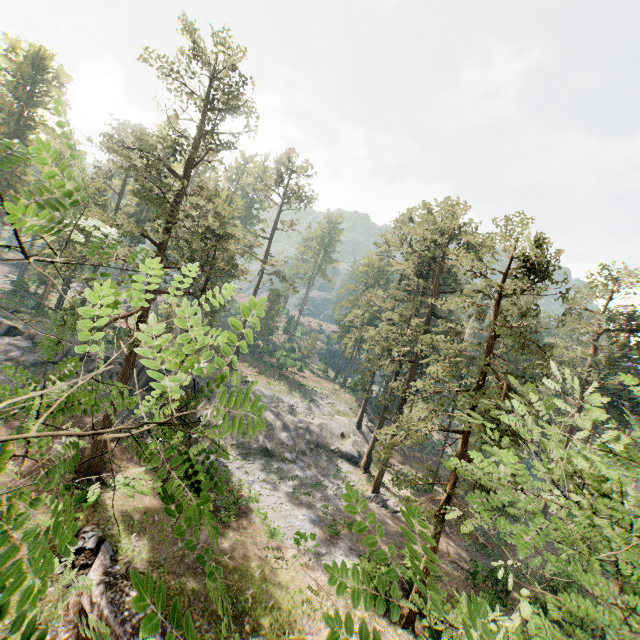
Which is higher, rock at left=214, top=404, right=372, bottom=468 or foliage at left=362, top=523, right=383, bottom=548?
foliage at left=362, top=523, right=383, bottom=548

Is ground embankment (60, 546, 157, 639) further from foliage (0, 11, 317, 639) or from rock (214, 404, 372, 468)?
rock (214, 404, 372, 468)

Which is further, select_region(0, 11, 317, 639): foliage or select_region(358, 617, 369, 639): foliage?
select_region(358, 617, 369, 639): foliage

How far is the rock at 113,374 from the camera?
33.49m

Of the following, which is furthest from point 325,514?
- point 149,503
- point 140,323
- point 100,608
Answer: point 140,323

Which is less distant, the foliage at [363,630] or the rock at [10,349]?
the foliage at [363,630]

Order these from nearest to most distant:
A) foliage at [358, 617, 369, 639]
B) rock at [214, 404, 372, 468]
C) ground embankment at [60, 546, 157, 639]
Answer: foliage at [358, 617, 369, 639] → ground embankment at [60, 546, 157, 639] → rock at [214, 404, 372, 468]

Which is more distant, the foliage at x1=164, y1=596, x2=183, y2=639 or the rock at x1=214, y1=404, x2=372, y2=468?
the rock at x1=214, y1=404, x2=372, y2=468
